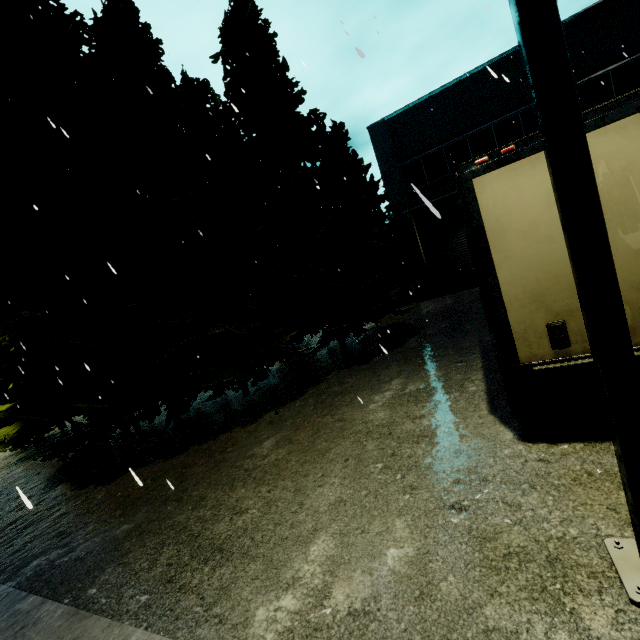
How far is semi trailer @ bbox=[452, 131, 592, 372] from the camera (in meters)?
3.43

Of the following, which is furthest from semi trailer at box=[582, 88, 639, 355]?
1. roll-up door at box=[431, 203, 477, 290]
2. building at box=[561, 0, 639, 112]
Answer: roll-up door at box=[431, 203, 477, 290]

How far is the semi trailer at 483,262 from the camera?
3.4m

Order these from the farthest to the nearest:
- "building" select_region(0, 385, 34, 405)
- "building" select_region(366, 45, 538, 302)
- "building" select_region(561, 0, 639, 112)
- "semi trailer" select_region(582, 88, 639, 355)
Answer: "building" select_region(0, 385, 34, 405) → "building" select_region(366, 45, 538, 302) → "building" select_region(561, 0, 639, 112) → "semi trailer" select_region(582, 88, 639, 355)

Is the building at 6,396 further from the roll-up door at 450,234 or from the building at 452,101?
the roll-up door at 450,234

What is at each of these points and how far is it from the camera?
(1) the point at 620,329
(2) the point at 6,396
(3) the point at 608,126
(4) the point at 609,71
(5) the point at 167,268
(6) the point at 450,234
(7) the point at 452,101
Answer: (1) light, 2.1 meters
(2) building, 8.8 meters
(3) semi trailer, 3.1 meters
(4) building, 13.6 meters
(5) tree, 8.3 meters
(6) roll-up door, 17.6 meters
(7) building, 16.0 meters

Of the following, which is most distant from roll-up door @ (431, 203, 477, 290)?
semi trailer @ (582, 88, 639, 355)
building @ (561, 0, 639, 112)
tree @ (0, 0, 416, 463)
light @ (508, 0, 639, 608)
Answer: light @ (508, 0, 639, 608)

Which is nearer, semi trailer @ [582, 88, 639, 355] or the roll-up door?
semi trailer @ [582, 88, 639, 355]
